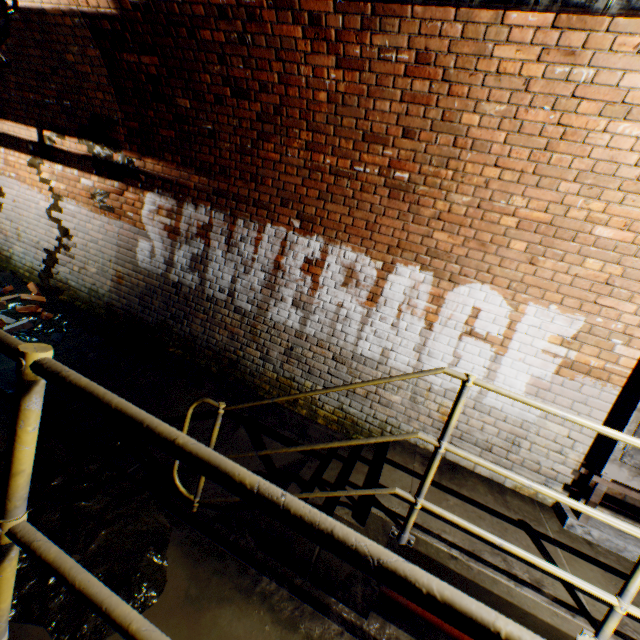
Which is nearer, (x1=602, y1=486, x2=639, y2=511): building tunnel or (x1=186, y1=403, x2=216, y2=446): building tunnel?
(x1=602, y1=486, x2=639, y2=511): building tunnel

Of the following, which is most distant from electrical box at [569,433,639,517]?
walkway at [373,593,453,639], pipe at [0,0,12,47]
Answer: pipe at [0,0,12,47]

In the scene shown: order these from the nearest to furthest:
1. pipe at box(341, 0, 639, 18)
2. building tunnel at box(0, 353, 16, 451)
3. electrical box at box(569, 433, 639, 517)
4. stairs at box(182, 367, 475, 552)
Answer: pipe at box(341, 0, 639, 18), stairs at box(182, 367, 475, 552), electrical box at box(569, 433, 639, 517), building tunnel at box(0, 353, 16, 451)

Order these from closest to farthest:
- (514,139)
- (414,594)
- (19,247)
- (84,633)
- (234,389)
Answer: (414,594) < (84,633) < (514,139) < (234,389) < (19,247)

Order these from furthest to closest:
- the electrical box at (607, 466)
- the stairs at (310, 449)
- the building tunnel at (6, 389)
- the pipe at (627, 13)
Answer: the building tunnel at (6, 389), the electrical box at (607, 466), the stairs at (310, 449), the pipe at (627, 13)

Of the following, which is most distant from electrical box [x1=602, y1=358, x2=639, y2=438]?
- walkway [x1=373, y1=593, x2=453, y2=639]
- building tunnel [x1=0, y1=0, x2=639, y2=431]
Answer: walkway [x1=373, y1=593, x2=453, y2=639]

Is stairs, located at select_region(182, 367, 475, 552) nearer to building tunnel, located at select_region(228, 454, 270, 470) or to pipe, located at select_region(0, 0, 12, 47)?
building tunnel, located at select_region(228, 454, 270, 470)

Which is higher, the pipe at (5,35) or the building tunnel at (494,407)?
the pipe at (5,35)
